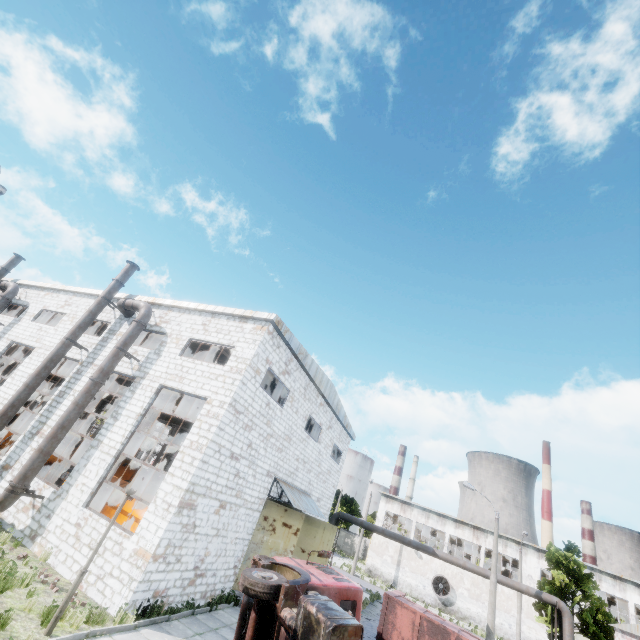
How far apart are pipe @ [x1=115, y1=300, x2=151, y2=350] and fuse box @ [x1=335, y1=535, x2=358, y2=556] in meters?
60.3 m

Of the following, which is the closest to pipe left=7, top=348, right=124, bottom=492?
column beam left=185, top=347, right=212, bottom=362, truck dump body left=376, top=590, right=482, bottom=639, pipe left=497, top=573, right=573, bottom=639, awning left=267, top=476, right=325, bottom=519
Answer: column beam left=185, top=347, right=212, bottom=362

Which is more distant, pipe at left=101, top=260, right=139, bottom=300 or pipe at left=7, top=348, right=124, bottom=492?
pipe at left=101, top=260, right=139, bottom=300

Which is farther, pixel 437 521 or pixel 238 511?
pixel 437 521

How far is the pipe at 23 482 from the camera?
12.2m

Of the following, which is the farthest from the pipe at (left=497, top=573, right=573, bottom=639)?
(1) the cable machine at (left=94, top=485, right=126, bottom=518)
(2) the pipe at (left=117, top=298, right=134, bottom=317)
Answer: (2) the pipe at (left=117, top=298, right=134, bottom=317)

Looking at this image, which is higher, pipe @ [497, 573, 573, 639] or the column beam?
the column beam
